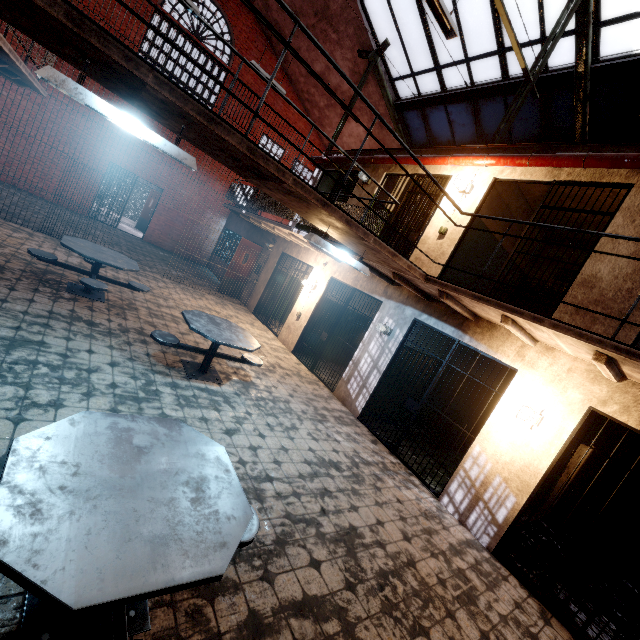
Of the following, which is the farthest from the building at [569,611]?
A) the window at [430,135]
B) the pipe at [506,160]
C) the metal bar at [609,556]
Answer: the window at [430,135]

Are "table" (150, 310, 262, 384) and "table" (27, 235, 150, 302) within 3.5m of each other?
yes

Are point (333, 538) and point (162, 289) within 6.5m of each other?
no

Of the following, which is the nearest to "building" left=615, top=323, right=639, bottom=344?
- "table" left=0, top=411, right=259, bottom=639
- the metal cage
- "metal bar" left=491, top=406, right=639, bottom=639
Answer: "metal bar" left=491, top=406, right=639, bottom=639

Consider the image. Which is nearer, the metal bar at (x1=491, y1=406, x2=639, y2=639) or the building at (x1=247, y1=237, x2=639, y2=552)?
the metal bar at (x1=491, y1=406, x2=639, y2=639)

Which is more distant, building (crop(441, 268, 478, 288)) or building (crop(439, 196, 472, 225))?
building (crop(441, 268, 478, 288))

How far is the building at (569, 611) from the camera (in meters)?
3.92

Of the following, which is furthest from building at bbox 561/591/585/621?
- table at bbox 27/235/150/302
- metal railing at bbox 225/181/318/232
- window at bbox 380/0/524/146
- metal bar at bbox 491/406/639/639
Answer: table at bbox 27/235/150/302
